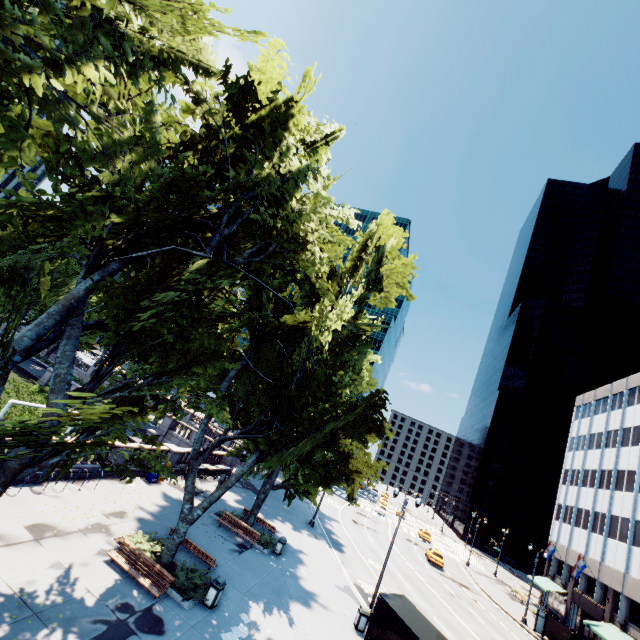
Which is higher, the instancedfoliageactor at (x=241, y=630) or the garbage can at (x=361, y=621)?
the garbage can at (x=361, y=621)

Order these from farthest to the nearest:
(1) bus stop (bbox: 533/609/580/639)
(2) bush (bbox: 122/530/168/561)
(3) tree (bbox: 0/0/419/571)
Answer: (1) bus stop (bbox: 533/609/580/639) → (2) bush (bbox: 122/530/168/561) → (3) tree (bbox: 0/0/419/571)

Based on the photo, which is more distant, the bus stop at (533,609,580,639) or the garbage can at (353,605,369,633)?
the bus stop at (533,609,580,639)

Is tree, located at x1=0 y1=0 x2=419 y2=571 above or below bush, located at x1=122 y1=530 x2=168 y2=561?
above

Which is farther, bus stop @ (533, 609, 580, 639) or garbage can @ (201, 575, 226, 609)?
bus stop @ (533, 609, 580, 639)

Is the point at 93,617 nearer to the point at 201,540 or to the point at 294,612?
the point at 201,540

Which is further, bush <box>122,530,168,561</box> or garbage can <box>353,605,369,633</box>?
garbage can <box>353,605,369,633</box>

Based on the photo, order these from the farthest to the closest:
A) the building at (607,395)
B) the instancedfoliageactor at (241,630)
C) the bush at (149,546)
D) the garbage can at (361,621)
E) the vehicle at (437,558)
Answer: the vehicle at (437,558) < the building at (607,395) < the garbage can at (361,621) < the bush at (149,546) < the instancedfoliageactor at (241,630)
